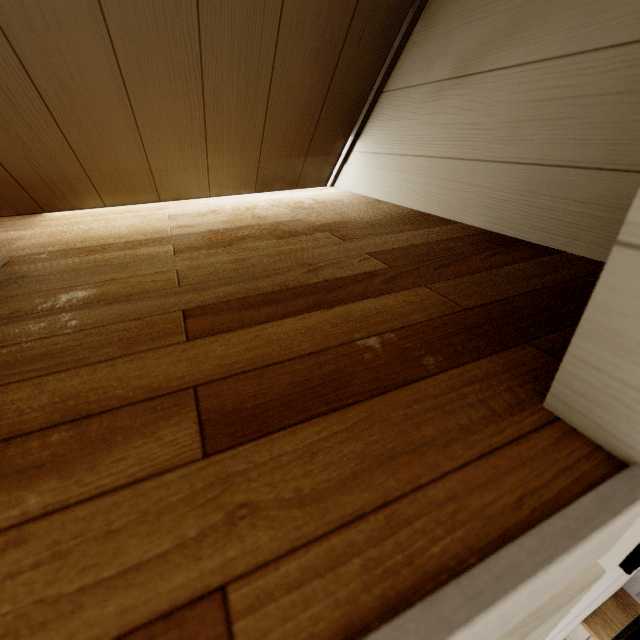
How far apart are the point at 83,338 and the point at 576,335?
0.7m
